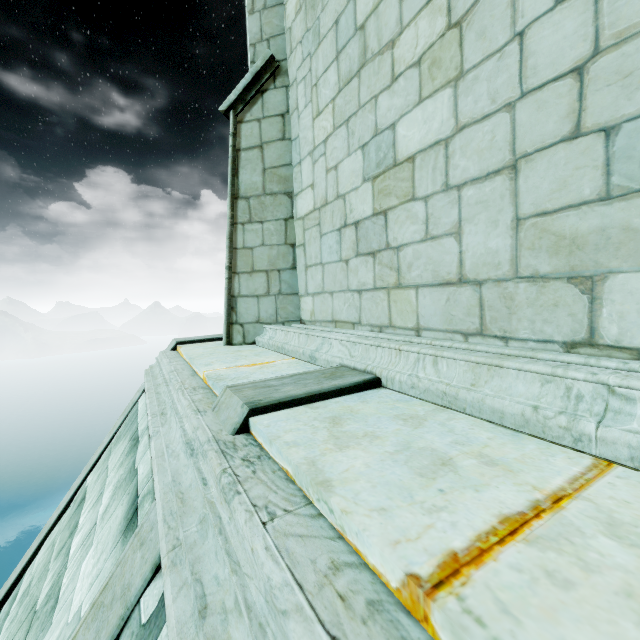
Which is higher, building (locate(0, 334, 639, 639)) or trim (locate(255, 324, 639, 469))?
trim (locate(255, 324, 639, 469))

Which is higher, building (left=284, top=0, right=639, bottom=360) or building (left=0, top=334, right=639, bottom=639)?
building (left=284, top=0, right=639, bottom=360)

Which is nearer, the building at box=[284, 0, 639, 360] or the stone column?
the building at box=[284, 0, 639, 360]

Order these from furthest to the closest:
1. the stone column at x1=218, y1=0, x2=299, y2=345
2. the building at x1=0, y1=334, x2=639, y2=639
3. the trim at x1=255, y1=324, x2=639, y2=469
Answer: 1. the stone column at x1=218, y1=0, x2=299, y2=345
2. the trim at x1=255, y1=324, x2=639, y2=469
3. the building at x1=0, y1=334, x2=639, y2=639

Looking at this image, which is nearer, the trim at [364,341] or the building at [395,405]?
the building at [395,405]

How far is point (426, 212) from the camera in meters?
2.5 m

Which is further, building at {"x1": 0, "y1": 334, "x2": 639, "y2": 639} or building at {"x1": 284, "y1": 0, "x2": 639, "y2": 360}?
building at {"x1": 284, "y1": 0, "x2": 639, "y2": 360}

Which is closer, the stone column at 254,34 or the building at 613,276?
the building at 613,276
